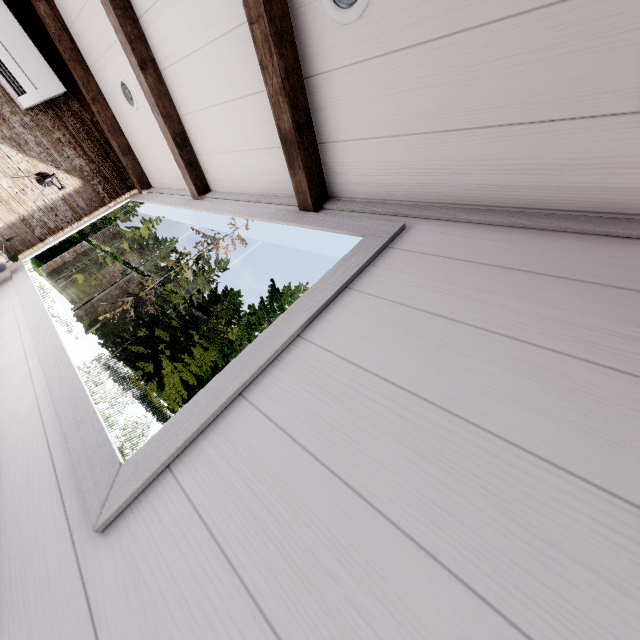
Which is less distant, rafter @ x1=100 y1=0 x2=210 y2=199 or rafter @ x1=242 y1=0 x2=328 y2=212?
rafter @ x1=242 y1=0 x2=328 y2=212

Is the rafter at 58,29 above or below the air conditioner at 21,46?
above

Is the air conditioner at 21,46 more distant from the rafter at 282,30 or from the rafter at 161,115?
the rafter at 282,30

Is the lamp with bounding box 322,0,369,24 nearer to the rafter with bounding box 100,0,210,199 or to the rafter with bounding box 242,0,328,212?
the rafter with bounding box 242,0,328,212

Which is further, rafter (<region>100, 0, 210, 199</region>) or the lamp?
rafter (<region>100, 0, 210, 199</region>)

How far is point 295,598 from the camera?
0.5 meters

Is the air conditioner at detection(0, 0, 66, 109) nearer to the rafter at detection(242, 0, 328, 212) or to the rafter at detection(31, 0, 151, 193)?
the rafter at detection(31, 0, 151, 193)

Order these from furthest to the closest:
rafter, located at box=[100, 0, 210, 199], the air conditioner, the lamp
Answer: the air conditioner → rafter, located at box=[100, 0, 210, 199] → the lamp
